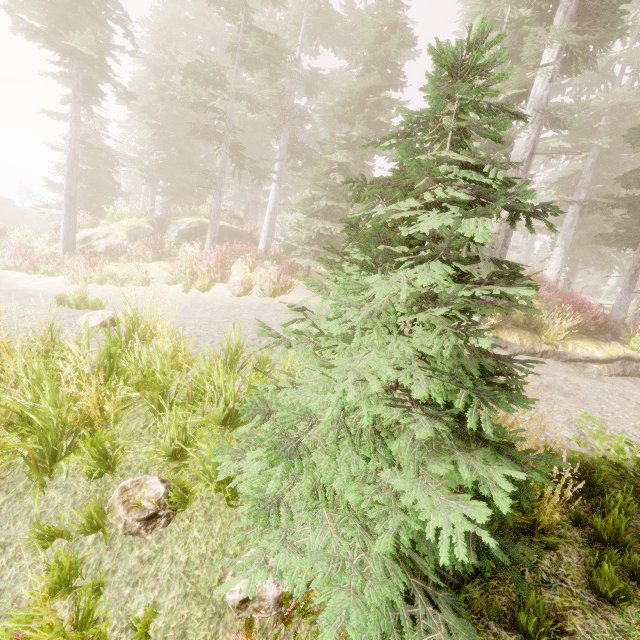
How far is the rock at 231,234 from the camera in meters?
22.0

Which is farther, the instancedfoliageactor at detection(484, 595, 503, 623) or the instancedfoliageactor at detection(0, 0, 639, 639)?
the instancedfoliageactor at detection(484, 595, 503, 623)

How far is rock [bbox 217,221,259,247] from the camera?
22.0 meters

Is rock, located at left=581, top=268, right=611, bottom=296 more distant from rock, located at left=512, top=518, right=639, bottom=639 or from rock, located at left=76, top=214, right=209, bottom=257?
rock, located at left=512, top=518, right=639, bottom=639

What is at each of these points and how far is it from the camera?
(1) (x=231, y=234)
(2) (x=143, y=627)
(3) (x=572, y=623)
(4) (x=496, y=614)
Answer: (1) rock, 22.41m
(2) instancedfoliageactor, 2.35m
(3) rock, 2.52m
(4) instancedfoliageactor, 2.60m

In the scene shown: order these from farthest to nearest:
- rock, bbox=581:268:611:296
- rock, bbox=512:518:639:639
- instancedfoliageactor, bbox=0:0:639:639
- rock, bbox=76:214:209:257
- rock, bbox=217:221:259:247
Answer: rock, bbox=581:268:611:296 < rock, bbox=217:221:259:247 < rock, bbox=76:214:209:257 < rock, bbox=512:518:639:639 < instancedfoliageactor, bbox=0:0:639:639

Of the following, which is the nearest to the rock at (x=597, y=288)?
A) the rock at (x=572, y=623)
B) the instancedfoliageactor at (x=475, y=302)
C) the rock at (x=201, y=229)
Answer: the instancedfoliageactor at (x=475, y=302)

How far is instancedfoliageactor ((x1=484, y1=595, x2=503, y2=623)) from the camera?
2.6 meters
